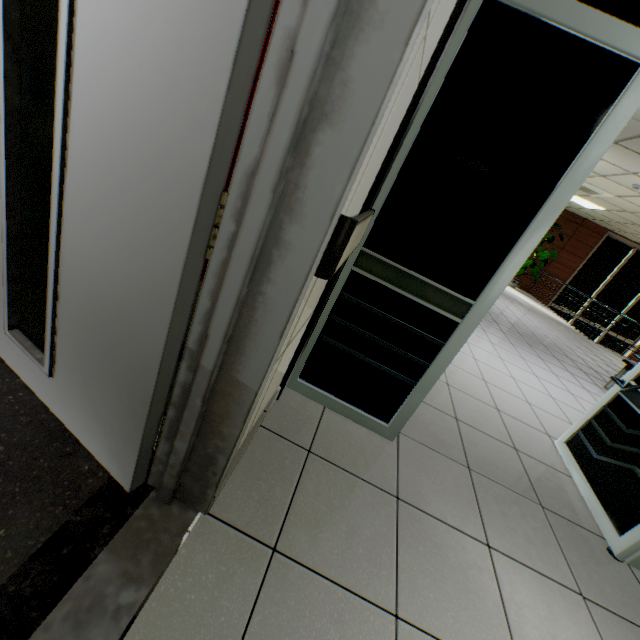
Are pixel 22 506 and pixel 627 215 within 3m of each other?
no

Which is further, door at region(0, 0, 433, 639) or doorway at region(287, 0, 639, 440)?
doorway at region(287, 0, 639, 440)

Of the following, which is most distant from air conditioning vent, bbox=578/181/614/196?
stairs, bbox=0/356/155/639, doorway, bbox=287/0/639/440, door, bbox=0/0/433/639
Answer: door, bbox=0/0/433/639

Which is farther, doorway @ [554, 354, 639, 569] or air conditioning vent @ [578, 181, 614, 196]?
air conditioning vent @ [578, 181, 614, 196]

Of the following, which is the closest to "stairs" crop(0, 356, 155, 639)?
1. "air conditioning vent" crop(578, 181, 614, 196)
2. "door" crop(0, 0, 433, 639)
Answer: "door" crop(0, 0, 433, 639)

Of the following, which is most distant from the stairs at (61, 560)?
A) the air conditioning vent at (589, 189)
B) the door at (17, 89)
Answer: the air conditioning vent at (589, 189)

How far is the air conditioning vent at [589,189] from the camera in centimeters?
778cm
